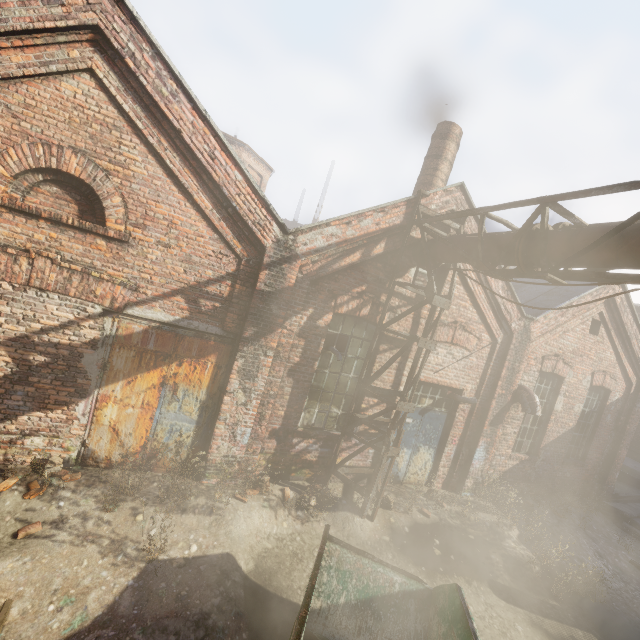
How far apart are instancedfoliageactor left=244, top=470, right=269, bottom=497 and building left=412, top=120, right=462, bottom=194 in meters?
7.6

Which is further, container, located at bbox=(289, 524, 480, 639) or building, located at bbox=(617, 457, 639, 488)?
building, located at bbox=(617, 457, 639, 488)

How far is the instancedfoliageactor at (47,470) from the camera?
4.89m

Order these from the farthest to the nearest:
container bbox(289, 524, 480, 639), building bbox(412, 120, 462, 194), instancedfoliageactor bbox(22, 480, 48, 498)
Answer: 1. building bbox(412, 120, 462, 194)
2. instancedfoliageactor bbox(22, 480, 48, 498)
3. container bbox(289, 524, 480, 639)

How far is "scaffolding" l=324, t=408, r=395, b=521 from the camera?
6.54m

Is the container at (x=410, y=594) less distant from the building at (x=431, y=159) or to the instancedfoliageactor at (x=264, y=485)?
the instancedfoliageactor at (x=264, y=485)

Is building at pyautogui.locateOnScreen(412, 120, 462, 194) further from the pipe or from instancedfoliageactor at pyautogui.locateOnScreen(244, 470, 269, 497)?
instancedfoliageactor at pyautogui.locateOnScreen(244, 470, 269, 497)

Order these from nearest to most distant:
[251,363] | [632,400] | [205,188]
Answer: [205,188]
[251,363]
[632,400]
